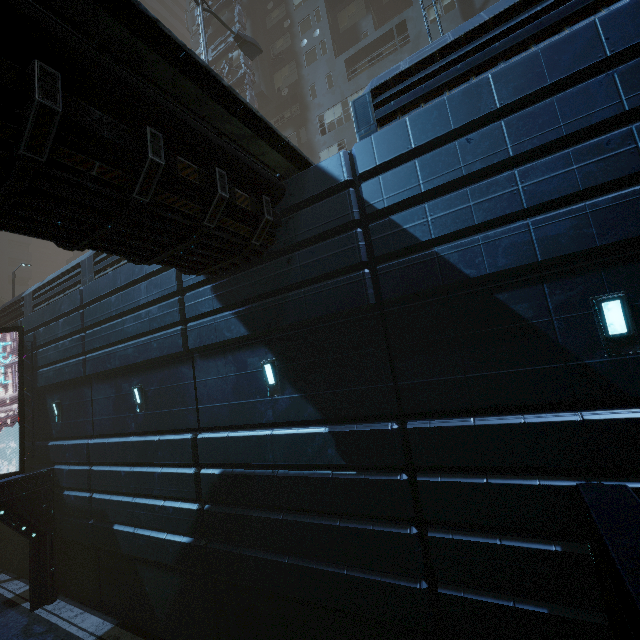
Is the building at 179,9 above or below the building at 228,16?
above

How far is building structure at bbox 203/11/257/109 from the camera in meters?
25.3

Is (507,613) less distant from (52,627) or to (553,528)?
(553,528)

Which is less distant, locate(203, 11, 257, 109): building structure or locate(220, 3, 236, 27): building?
locate(203, 11, 257, 109): building structure

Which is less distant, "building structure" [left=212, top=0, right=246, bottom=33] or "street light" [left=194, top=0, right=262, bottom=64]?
"street light" [left=194, top=0, right=262, bottom=64]

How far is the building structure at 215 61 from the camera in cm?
2530

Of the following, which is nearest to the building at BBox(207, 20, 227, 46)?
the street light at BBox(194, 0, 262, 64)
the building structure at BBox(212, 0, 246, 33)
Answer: the building structure at BBox(212, 0, 246, 33)
